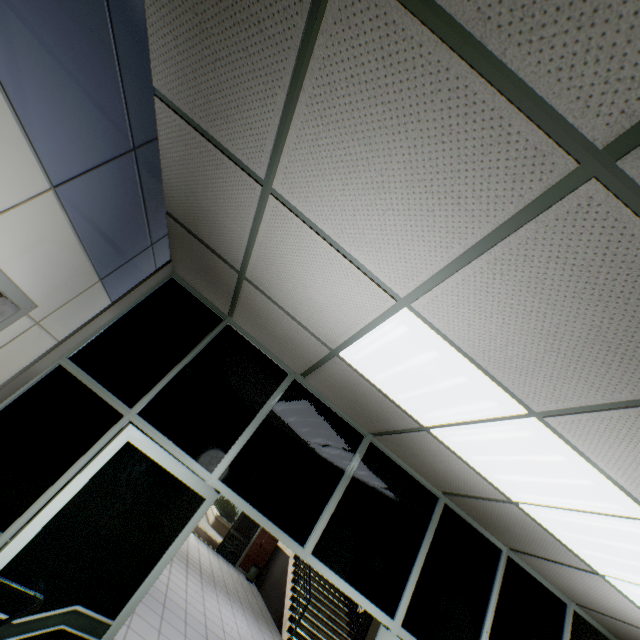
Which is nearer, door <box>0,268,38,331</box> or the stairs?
door <box>0,268,38,331</box>

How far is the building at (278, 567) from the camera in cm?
1050

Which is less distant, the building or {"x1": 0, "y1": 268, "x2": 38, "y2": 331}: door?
{"x1": 0, "y1": 268, "x2": 38, "y2": 331}: door

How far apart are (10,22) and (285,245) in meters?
1.4

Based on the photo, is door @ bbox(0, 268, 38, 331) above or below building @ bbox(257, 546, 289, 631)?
above

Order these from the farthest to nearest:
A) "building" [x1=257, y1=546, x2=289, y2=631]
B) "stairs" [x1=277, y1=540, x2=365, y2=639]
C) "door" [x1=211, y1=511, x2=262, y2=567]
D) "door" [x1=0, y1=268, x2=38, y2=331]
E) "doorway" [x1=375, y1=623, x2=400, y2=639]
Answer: "door" [x1=211, y1=511, x2=262, y2=567], "building" [x1=257, y1=546, x2=289, y2=631], "stairs" [x1=277, y1=540, x2=365, y2=639], "doorway" [x1=375, y1=623, x2=400, y2=639], "door" [x1=0, y1=268, x2=38, y2=331]

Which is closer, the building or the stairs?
the stairs

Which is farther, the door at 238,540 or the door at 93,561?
the door at 238,540
